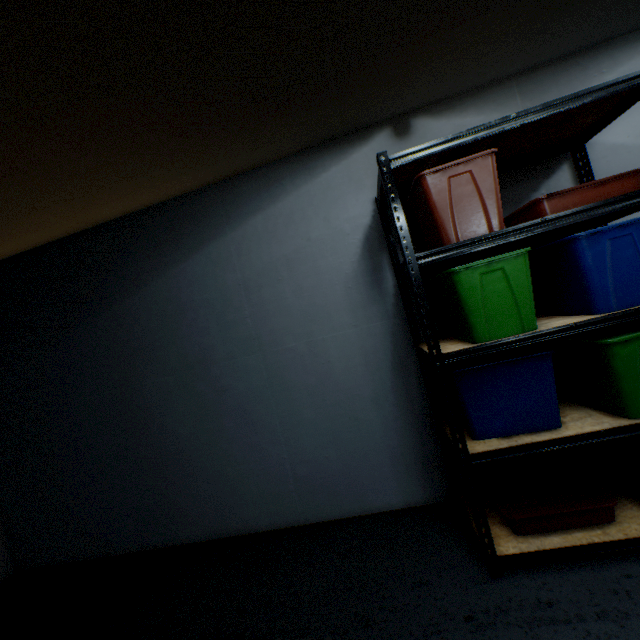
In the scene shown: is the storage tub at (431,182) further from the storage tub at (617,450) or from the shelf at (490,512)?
the storage tub at (617,450)

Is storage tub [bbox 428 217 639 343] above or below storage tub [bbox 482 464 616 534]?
above

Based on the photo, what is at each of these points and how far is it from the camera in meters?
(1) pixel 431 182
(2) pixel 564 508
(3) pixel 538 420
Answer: (1) storage tub, 1.5 m
(2) storage tub, 1.5 m
(3) storage tub, 1.5 m

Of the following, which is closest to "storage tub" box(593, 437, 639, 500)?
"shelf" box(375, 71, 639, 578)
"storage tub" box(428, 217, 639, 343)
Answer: "shelf" box(375, 71, 639, 578)

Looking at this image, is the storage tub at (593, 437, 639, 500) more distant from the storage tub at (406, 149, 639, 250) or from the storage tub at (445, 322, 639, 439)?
the storage tub at (406, 149, 639, 250)

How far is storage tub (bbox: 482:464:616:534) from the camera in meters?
1.5 m

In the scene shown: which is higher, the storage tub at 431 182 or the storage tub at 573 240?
the storage tub at 431 182
